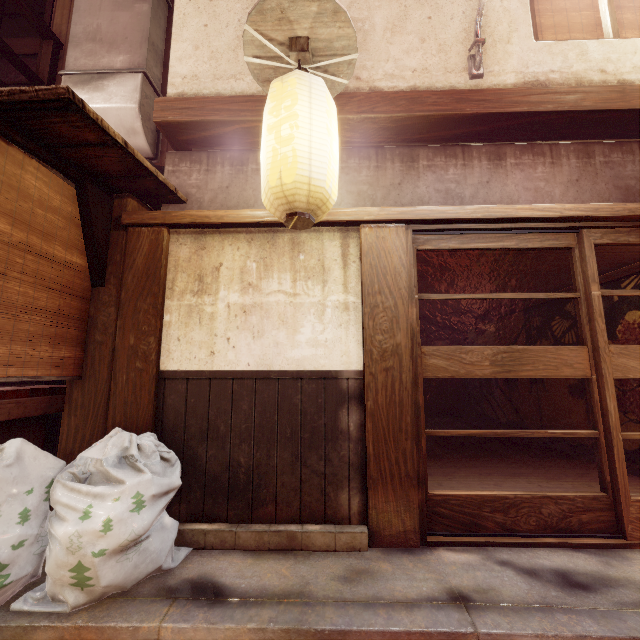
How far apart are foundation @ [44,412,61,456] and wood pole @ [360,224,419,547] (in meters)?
4.99

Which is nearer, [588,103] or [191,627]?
[191,627]

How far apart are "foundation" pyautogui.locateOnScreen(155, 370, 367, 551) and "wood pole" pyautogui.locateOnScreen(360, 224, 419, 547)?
0.0m

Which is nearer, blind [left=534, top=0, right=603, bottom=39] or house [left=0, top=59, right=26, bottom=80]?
blind [left=534, top=0, right=603, bottom=39]

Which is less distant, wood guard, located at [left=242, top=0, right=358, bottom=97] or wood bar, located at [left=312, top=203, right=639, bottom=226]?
wood guard, located at [left=242, top=0, right=358, bottom=97]

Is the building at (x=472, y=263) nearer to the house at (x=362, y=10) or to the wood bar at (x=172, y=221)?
the wood bar at (x=172, y=221)

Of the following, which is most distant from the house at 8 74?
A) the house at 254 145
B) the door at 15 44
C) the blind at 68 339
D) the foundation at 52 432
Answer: the foundation at 52 432

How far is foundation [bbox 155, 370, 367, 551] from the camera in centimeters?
481cm
